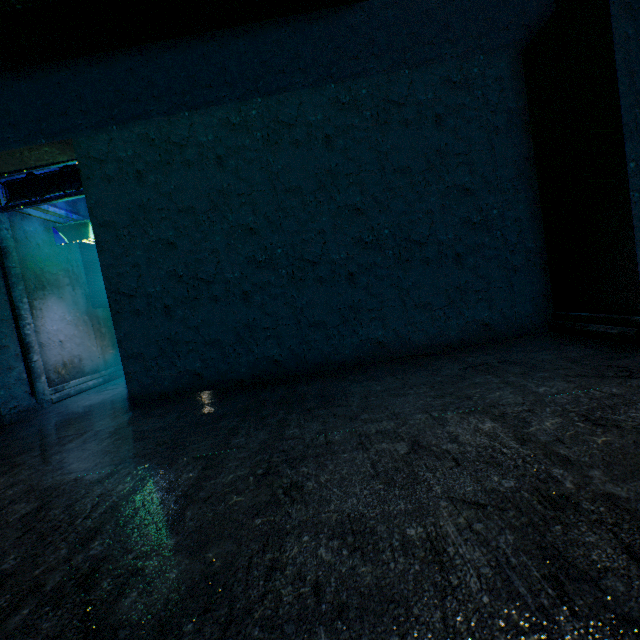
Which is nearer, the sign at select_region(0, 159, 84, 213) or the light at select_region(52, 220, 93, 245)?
the sign at select_region(0, 159, 84, 213)

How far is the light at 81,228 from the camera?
5.1m

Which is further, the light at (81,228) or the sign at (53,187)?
the light at (81,228)

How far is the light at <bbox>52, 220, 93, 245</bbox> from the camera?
5.1m

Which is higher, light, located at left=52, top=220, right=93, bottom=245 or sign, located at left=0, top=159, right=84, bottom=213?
sign, located at left=0, top=159, right=84, bottom=213

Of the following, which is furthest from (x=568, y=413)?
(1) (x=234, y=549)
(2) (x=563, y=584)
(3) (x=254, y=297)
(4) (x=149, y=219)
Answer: (4) (x=149, y=219)
